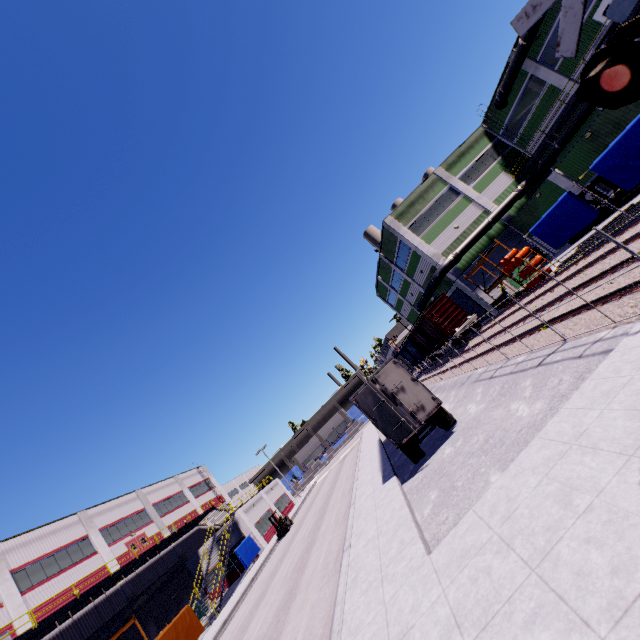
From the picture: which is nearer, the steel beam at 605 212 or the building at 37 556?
the steel beam at 605 212

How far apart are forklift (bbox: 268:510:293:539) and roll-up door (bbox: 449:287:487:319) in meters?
29.2

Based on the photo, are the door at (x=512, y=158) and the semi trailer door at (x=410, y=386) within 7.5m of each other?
no

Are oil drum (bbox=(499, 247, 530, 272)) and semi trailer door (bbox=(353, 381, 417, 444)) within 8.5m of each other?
no

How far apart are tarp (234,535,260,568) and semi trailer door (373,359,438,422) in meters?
27.4

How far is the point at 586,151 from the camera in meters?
A: 22.6 m

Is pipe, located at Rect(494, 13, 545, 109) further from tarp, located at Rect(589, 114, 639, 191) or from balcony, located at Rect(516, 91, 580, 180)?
tarp, located at Rect(589, 114, 639, 191)

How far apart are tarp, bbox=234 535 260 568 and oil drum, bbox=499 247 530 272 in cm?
3460
